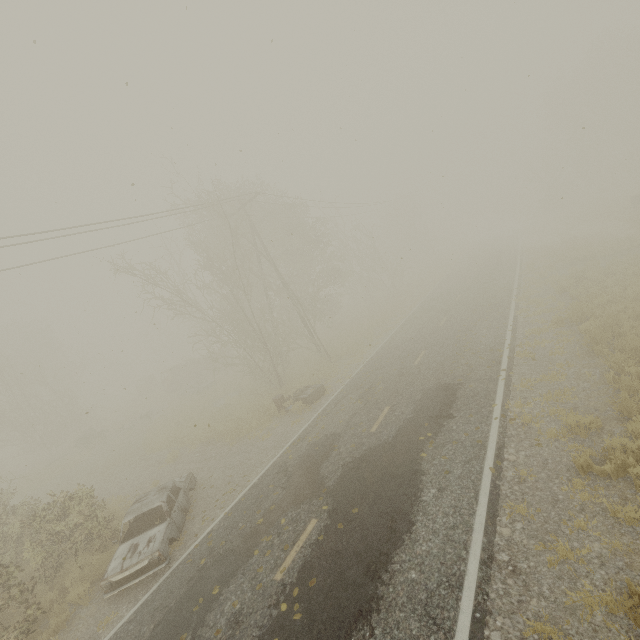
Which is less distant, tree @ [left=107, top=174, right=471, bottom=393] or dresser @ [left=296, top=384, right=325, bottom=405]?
dresser @ [left=296, top=384, right=325, bottom=405]

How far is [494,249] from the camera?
37.9 meters

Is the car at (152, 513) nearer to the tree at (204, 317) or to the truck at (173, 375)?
the tree at (204, 317)

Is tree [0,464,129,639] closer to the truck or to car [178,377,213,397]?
car [178,377,213,397]

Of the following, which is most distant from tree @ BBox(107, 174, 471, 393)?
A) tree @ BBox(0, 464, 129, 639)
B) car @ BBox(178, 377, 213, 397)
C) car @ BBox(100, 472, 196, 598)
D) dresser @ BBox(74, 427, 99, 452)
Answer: tree @ BBox(0, 464, 129, 639)

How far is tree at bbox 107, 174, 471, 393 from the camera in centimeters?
1836cm

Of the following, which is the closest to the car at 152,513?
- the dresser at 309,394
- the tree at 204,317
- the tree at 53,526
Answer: the tree at 53,526

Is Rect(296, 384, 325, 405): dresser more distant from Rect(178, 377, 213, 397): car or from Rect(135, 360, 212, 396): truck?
Rect(135, 360, 212, 396): truck
